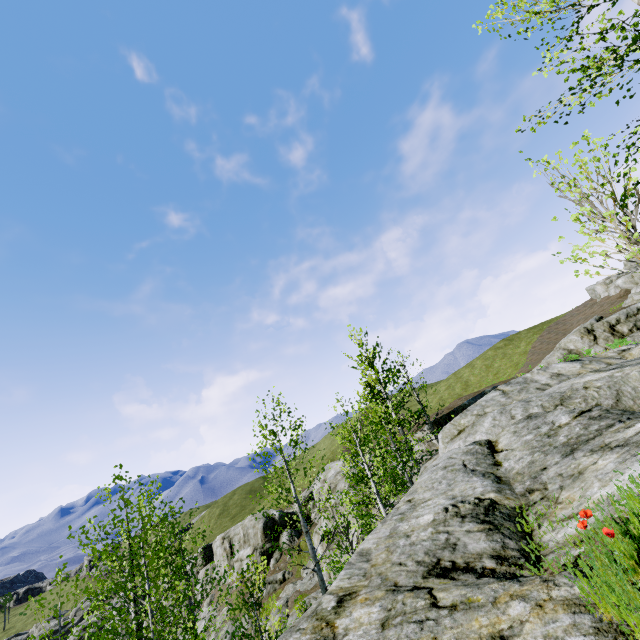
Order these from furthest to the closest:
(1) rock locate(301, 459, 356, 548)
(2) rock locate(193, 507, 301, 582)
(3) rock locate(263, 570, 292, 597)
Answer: (2) rock locate(193, 507, 301, 582) < (3) rock locate(263, 570, 292, 597) < (1) rock locate(301, 459, 356, 548)

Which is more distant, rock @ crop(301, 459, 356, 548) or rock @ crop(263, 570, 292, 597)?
rock @ crop(263, 570, 292, 597)

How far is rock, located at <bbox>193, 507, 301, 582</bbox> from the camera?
44.9m

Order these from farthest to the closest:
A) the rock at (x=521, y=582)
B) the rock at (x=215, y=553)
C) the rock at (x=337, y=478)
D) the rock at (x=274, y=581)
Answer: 1. the rock at (x=215, y=553)
2. the rock at (x=274, y=581)
3. the rock at (x=337, y=478)
4. the rock at (x=521, y=582)

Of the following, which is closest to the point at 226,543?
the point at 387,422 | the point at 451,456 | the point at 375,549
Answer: the point at 387,422

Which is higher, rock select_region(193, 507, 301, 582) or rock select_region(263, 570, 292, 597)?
rock select_region(193, 507, 301, 582)

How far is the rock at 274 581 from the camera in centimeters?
3844cm
